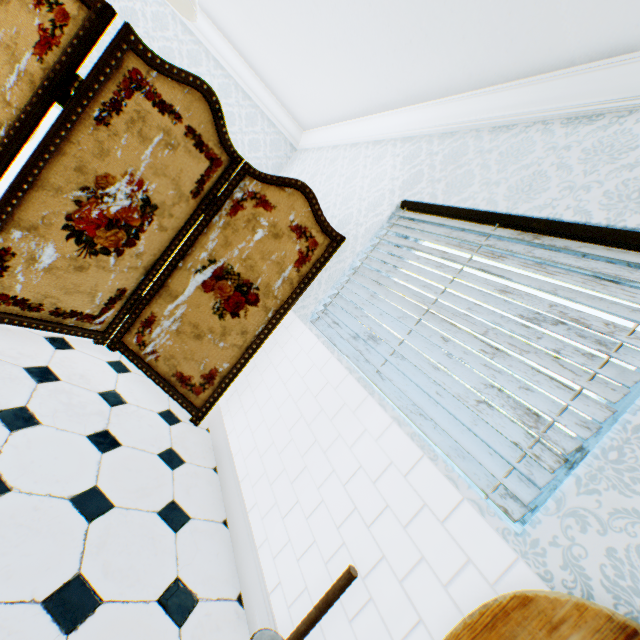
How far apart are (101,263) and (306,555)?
2.20m

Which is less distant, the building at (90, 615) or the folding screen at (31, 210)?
the building at (90, 615)

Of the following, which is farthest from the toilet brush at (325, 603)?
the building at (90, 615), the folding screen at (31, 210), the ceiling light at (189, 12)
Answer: the ceiling light at (189, 12)

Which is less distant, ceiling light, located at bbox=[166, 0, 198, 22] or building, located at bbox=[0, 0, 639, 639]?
building, located at bbox=[0, 0, 639, 639]

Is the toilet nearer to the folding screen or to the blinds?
the blinds

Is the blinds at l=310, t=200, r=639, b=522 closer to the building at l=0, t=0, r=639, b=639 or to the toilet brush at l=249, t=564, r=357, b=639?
the building at l=0, t=0, r=639, b=639

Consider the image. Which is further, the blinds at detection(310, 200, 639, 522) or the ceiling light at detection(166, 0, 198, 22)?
the ceiling light at detection(166, 0, 198, 22)
